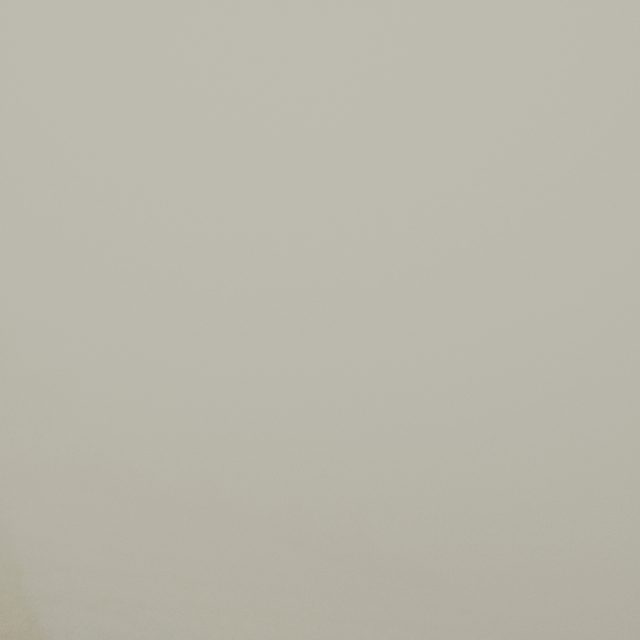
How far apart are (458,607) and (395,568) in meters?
13.5 m
